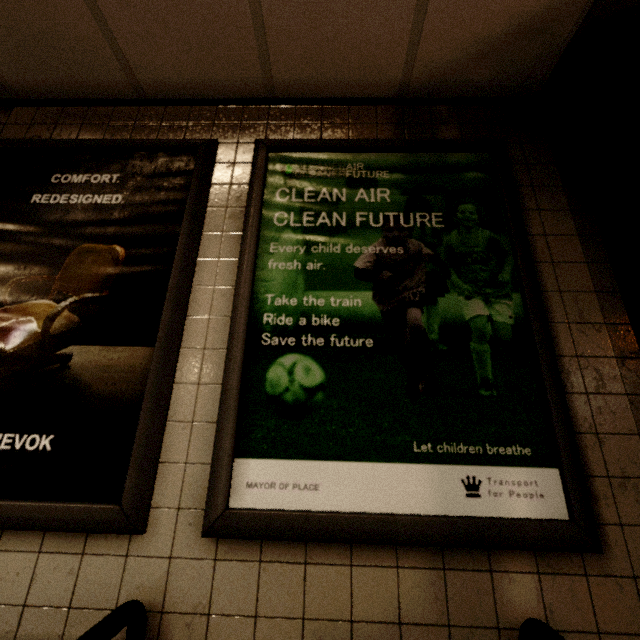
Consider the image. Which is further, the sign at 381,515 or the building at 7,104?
the building at 7,104

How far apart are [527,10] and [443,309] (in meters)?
1.42

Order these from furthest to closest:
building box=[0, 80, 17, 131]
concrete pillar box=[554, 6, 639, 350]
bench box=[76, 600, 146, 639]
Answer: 1. building box=[0, 80, 17, 131]
2. concrete pillar box=[554, 6, 639, 350]
3. bench box=[76, 600, 146, 639]

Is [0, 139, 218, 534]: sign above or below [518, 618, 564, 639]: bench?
above

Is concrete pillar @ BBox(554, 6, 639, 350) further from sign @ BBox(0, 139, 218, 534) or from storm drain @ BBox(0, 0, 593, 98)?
sign @ BBox(0, 139, 218, 534)

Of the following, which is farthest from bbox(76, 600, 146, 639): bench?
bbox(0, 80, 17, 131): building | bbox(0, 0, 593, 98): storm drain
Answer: bbox(0, 0, 593, 98): storm drain

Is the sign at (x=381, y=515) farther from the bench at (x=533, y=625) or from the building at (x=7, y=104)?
the building at (x=7, y=104)

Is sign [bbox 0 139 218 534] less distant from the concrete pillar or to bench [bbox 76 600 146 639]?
bench [bbox 76 600 146 639]
